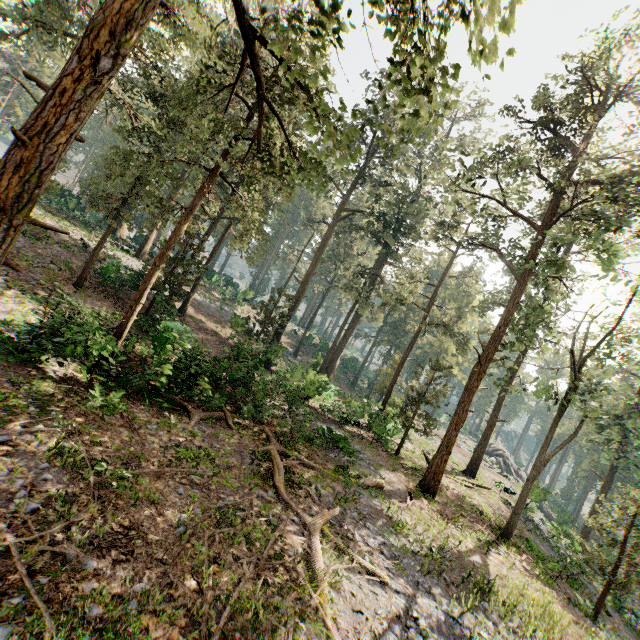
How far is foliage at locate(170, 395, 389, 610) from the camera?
8.03m

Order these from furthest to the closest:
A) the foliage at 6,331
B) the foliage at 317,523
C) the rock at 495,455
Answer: the rock at 495,455 → the foliage at 6,331 → the foliage at 317,523

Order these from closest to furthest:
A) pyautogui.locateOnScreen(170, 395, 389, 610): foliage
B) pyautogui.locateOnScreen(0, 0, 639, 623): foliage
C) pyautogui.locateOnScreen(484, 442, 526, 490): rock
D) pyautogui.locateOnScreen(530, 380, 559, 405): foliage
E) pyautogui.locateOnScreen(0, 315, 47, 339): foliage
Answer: pyautogui.locateOnScreen(0, 0, 639, 623): foliage → pyautogui.locateOnScreen(170, 395, 389, 610): foliage → pyautogui.locateOnScreen(0, 315, 47, 339): foliage → pyautogui.locateOnScreen(530, 380, 559, 405): foliage → pyautogui.locateOnScreen(484, 442, 526, 490): rock

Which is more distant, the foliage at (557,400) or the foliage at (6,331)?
the foliage at (557,400)

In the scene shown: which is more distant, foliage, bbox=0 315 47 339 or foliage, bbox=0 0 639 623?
foliage, bbox=0 315 47 339

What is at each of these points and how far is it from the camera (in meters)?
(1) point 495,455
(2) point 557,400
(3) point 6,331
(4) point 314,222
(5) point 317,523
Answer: (1) rock, 50.44
(2) foliage, 16.33
(3) foliage, 11.59
(4) foliage, 35.16
(5) foliage, 9.77

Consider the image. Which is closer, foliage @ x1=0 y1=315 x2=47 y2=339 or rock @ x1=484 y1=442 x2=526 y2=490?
foliage @ x1=0 y1=315 x2=47 y2=339
